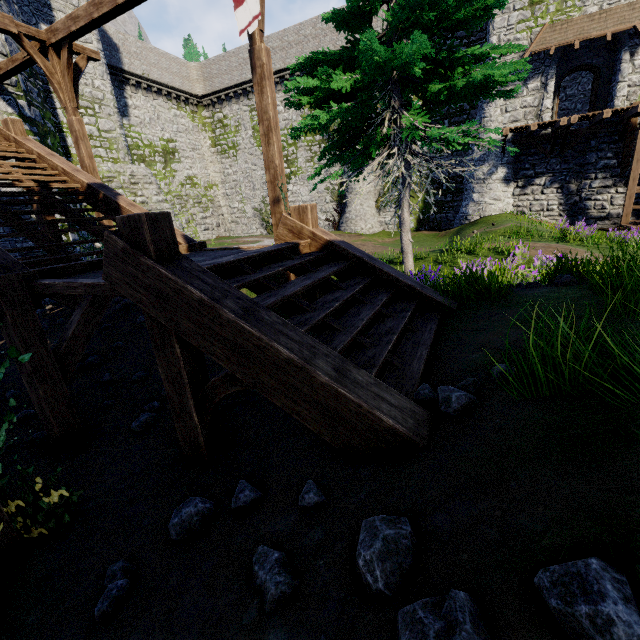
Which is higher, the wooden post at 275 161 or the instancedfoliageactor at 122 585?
the wooden post at 275 161

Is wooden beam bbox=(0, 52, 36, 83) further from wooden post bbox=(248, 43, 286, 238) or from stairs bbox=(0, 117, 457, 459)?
stairs bbox=(0, 117, 457, 459)

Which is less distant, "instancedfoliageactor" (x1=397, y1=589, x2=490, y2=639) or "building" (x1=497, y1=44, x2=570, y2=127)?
"instancedfoliageactor" (x1=397, y1=589, x2=490, y2=639)

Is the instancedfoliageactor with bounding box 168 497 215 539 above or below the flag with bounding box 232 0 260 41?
below

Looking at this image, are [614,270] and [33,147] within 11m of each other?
no

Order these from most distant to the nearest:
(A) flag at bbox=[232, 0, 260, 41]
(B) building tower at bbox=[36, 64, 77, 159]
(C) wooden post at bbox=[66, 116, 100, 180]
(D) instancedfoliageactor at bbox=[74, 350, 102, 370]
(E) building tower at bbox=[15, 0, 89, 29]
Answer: (B) building tower at bbox=[36, 64, 77, 159]
(E) building tower at bbox=[15, 0, 89, 29]
(C) wooden post at bbox=[66, 116, 100, 180]
(D) instancedfoliageactor at bbox=[74, 350, 102, 370]
(A) flag at bbox=[232, 0, 260, 41]

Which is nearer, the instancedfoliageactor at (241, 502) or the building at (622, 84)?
the instancedfoliageactor at (241, 502)

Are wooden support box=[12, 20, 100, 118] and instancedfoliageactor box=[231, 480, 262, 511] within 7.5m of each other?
no
